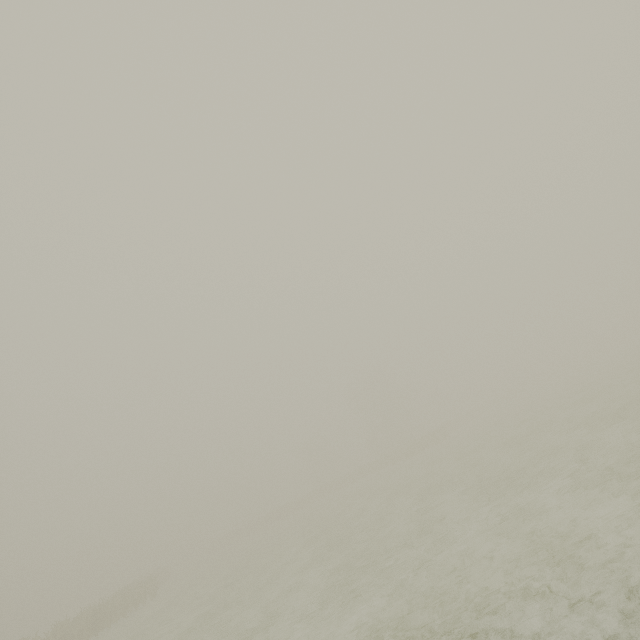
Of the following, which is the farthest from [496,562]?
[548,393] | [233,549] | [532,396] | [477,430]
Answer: [532,396]
